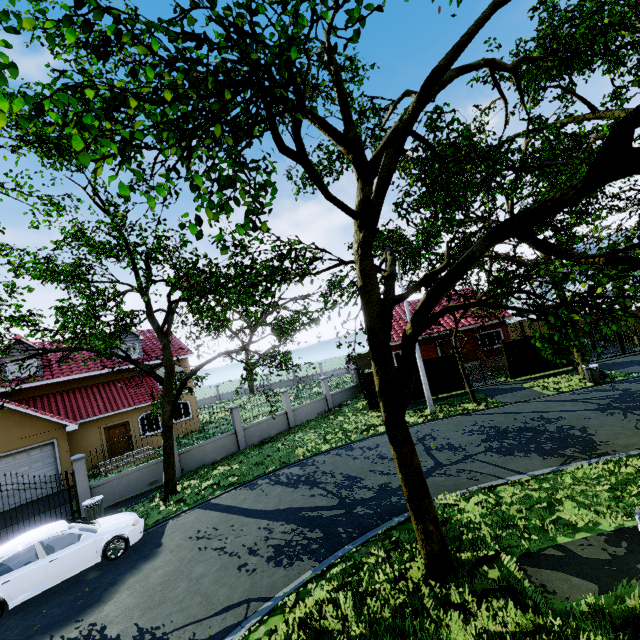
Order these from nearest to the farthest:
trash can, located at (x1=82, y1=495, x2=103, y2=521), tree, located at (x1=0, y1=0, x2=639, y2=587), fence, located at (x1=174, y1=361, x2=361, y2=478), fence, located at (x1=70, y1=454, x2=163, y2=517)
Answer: tree, located at (x1=0, y1=0, x2=639, y2=587) → trash can, located at (x1=82, y1=495, x2=103, y2=521) → fence, located at (x1=70, y1=454, x2=163, y2=517) → fence, located at (x1=174, y1=361, x2=361, y2=478)

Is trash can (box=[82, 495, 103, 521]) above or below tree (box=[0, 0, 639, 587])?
below

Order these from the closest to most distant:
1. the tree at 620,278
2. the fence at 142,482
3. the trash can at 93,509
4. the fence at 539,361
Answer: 1. the tree at 620,278
2. the trash can at 93,509
3. the fence at 142,482
4. the fence at 539,361

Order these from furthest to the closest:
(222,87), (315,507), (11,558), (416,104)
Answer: (315,507), (11,558), (416,104), (222,87)

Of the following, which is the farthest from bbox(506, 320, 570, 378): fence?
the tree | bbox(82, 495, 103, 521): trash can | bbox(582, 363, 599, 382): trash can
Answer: bbox(582, 363, 599, 382): trash can

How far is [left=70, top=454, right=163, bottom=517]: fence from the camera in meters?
13.4 m

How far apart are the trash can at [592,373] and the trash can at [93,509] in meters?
22.7

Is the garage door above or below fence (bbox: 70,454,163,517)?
above
